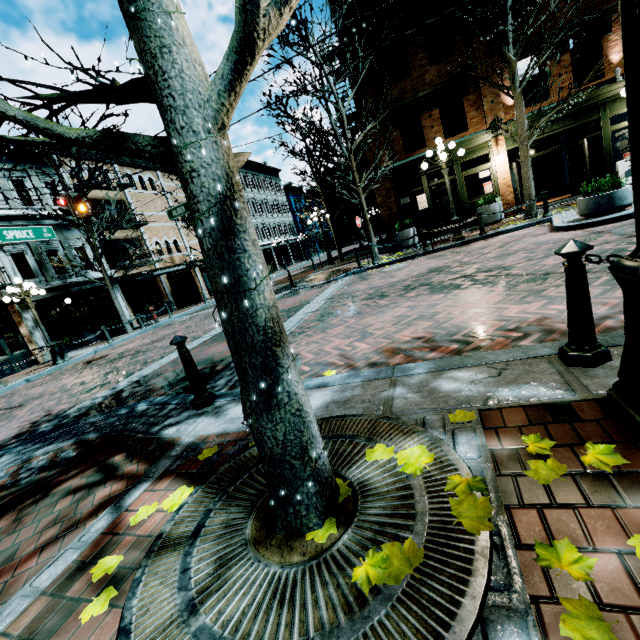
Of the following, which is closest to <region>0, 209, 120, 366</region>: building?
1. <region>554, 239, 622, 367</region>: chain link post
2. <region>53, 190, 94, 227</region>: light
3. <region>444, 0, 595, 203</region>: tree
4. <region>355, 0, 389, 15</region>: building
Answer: <region>53, 190, 94, 227</region>: light

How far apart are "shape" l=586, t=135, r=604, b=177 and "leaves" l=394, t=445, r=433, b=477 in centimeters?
2140cm

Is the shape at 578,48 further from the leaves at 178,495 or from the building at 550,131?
the leaves at 178,495

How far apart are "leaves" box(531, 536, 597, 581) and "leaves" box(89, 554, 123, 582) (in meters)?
2.14

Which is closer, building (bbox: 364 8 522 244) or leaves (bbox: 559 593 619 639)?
leaves (bbox: 559 593 619 639)

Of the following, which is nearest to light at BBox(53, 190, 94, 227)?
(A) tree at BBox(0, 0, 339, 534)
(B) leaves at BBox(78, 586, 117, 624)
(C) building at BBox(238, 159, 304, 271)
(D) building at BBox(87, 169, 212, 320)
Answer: (D) building at BBox(87, 169, 212, 320)

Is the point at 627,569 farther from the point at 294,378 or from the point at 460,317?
the point at 460,317

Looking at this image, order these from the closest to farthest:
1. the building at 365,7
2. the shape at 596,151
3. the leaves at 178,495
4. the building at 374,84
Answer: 1. the leaves at 178,495
2. the building at 365,7
3. the building at 374,84
4. the shape at 596,151
